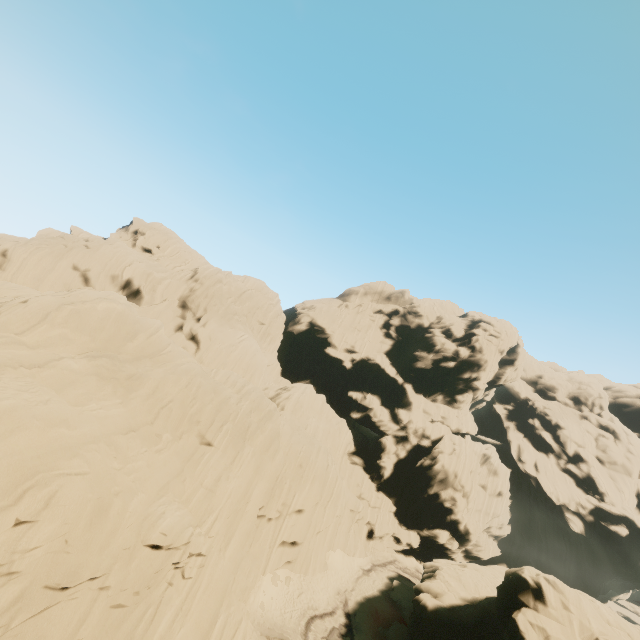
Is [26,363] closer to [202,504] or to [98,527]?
[98,527]
